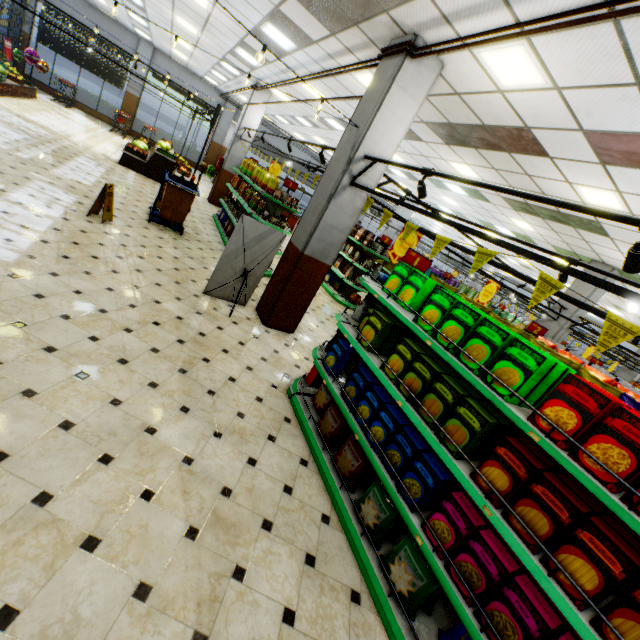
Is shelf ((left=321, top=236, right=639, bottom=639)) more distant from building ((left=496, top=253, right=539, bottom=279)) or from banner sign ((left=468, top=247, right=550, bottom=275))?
banner sign ((left=468, top=247, right=550, bottom=275))

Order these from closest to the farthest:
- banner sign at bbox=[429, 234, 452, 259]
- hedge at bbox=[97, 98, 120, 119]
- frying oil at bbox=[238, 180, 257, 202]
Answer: banner sign at bbox=[429, 234, 452, 259], frying oil at bbox=[238, 180, 257, 202], hedge at bbox=[97, 98, 120, 119]

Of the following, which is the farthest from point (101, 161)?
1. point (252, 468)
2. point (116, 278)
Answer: point (252, 468)

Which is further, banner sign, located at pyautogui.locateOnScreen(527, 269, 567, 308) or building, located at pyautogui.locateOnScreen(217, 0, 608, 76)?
building, located at pyautogui.locateOnScreen(217, 0, 608, 76)

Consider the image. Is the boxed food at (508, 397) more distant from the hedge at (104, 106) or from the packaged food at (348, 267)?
the hedge at (104, 106)

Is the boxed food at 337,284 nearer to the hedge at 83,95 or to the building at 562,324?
the building at 562,324

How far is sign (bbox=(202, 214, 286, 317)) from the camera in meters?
5.4 m

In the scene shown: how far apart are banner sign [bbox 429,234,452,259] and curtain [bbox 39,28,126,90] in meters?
23.4 m
